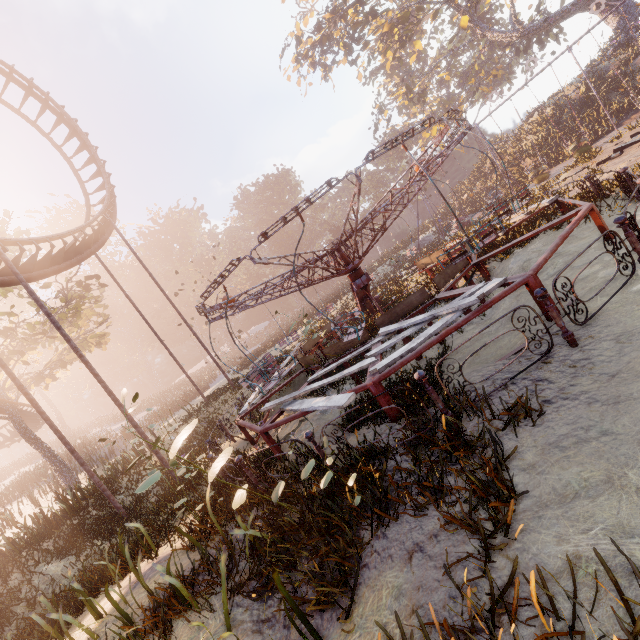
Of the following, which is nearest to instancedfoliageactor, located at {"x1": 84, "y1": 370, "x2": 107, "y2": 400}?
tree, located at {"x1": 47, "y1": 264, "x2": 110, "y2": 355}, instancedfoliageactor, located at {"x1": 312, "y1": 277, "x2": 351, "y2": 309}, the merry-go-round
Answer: instancedfoliageactor, located at {"x1": 312, "y1": 277, "x2": 351, "y2": 309}

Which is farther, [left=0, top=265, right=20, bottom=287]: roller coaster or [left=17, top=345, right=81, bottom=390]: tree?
[left=17, top=345, right=81, bottom=390]: tree

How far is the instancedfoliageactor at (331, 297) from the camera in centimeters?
2810cm

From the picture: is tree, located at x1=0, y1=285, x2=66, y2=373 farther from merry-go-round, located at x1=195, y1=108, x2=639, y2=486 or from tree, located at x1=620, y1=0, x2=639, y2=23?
tree, located at x1=620, y1=0, x2=639, y2=23

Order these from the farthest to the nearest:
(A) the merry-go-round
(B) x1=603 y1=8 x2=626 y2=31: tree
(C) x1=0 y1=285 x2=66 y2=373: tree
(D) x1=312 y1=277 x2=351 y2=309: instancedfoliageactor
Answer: (D) x1=312 y1=277 x2=351 y2=309: instancedfoliageactor → (B) x1=603 y1=8 x2=626 y2=31: tree → (C) x1=0 y1=285 x2=66 y2=373: tree → (A) the merry-go-round

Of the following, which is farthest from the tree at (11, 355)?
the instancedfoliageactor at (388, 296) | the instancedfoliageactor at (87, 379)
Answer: the instancedfoliageactor at (87, 379)

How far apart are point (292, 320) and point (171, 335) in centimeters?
2533cm

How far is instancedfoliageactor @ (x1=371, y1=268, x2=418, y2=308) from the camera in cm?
1344
